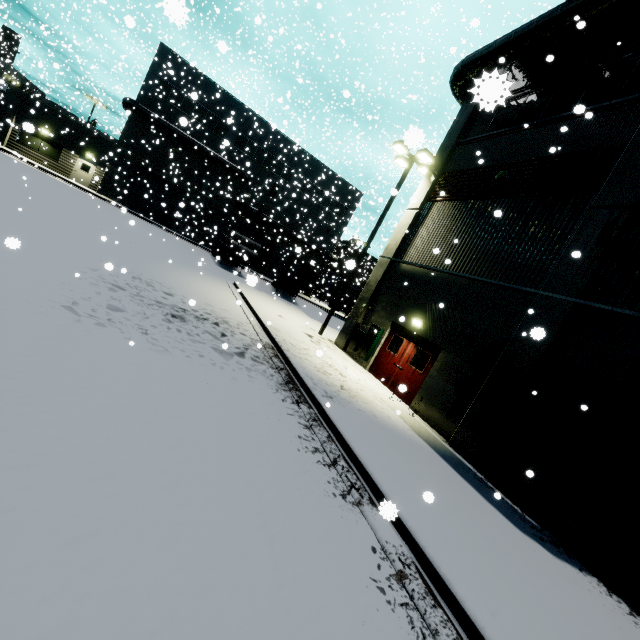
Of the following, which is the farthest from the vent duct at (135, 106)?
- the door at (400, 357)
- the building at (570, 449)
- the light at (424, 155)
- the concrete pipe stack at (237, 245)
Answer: the concrete pipe stack at (237, 245)

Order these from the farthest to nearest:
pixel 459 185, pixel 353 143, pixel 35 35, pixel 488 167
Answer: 1. pixel 353 143
2. pixel 35 35
3. pixel 459 185
4. pixel 488 167

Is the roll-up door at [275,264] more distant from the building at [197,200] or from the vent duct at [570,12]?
the vent duct at [570,12]

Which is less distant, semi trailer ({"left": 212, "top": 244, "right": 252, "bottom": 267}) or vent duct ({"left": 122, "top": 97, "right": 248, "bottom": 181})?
semi trailer ({"left": 212, "top": 244, "right": 252, "bottom": 267})

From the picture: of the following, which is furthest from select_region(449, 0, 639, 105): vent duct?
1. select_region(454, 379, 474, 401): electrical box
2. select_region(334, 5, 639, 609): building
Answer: select_region(454, 379, 474, 401): electrical box

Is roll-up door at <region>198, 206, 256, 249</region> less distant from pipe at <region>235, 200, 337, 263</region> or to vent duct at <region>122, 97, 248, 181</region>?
pipe at <region>235, 200, 337, 263</region>

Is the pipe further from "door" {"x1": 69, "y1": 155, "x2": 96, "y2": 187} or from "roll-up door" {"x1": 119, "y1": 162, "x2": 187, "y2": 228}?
"door" {"x1": 69, "y1": 155, "x2": 96, "y2": 187}

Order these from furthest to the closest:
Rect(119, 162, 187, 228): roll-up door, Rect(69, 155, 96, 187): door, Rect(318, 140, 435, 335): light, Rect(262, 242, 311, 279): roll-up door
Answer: Rect(262, 242, 311, 279): roll-up door, Rect(119, 162, 187, 228): roll-up door, Rect(69, 155, 96, 187): door, Rect(318, 140, 435, 335): light
